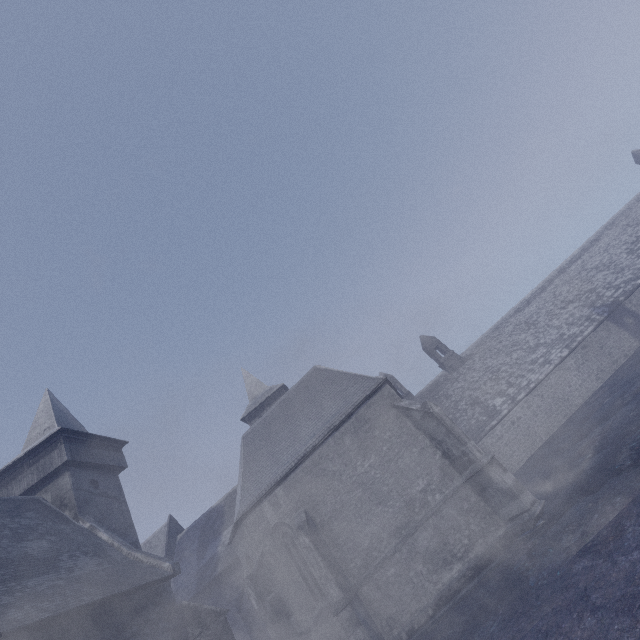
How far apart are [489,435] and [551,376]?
6.66m
